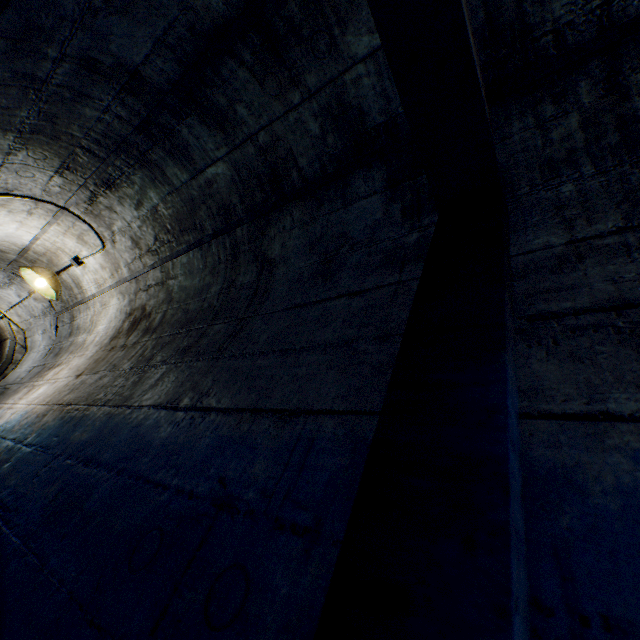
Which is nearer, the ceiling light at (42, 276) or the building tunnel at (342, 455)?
the building tunnel at (342, 455)

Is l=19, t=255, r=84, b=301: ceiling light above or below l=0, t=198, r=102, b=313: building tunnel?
below

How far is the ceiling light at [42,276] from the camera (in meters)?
3.39

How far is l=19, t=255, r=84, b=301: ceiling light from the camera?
3.4 meters

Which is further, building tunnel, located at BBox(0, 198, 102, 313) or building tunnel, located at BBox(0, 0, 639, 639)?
building tunnel, located at BBox(0, 198, 102, 313)

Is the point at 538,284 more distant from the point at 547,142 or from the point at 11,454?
the point at 11,454

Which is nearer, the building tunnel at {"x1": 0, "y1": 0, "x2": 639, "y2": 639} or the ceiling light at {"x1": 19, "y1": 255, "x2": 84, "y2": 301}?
the building tunnel at {"x1": 0, "y1": 0, "x2": 639, "y2": 639}
